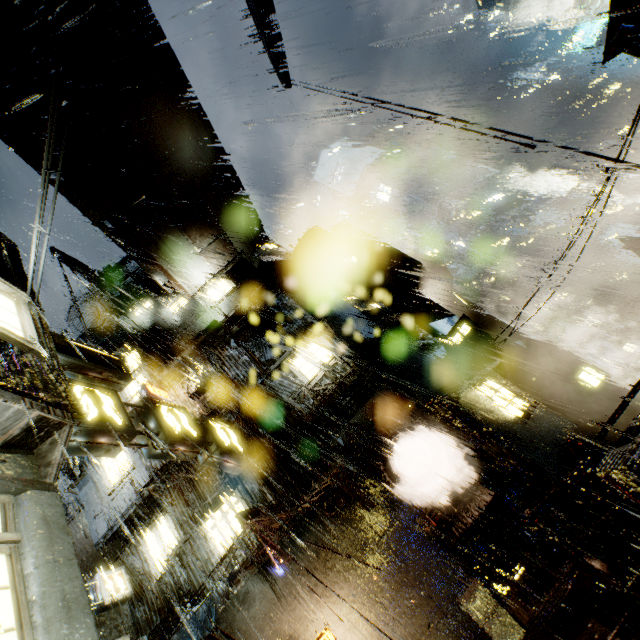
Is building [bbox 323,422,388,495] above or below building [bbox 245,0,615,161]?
below

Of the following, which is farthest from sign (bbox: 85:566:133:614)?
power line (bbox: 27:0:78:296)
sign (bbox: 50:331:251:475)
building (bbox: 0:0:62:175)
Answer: power line (bbox: 27:0:78:296)

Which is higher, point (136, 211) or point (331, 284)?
point (136, 211)

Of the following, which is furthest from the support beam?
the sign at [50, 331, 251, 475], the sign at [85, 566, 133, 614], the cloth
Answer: the sign at [85, 566, 133, 614]

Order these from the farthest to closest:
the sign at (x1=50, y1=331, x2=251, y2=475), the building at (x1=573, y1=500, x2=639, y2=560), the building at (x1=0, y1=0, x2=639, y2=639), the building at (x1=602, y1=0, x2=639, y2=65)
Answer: the building at (x1=602, y1=0, x2=639, y2=65), the building at (x1=573, y1=500, x2=639, y2=560), the sign at (x1=50, y1=331, x2=251, y2=475), the building at (x1=0, y1=0, x2=639, y2=639)

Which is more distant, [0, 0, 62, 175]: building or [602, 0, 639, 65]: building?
[0, 0, 62, 175]: building

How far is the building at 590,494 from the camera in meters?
11.6

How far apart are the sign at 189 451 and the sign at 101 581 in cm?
957
